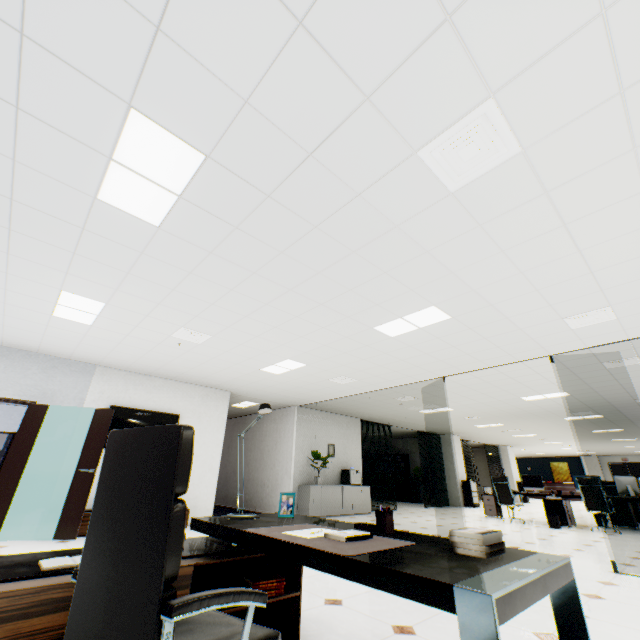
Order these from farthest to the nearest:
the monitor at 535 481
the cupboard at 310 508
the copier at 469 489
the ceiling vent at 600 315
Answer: the copier at 469 489 < the monitor at 535 481 < the cupboard at 310 508 < the ceiling vent at 600 315

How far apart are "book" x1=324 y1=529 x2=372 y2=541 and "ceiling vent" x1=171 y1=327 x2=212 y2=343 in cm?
398

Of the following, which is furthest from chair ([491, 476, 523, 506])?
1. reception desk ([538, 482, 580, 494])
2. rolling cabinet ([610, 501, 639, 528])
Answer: reception desk ([538, 482, 580, 494])

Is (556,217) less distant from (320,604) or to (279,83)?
(279,83)

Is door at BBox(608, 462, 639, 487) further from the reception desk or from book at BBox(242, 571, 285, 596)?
book at BBox(242, 571, 285, 596)

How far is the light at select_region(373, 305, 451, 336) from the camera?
4.21m

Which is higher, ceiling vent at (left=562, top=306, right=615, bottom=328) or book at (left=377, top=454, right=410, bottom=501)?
ceiling vent at (left=562, top=306, right=615, bottom=328)

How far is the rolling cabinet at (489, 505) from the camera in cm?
1014
